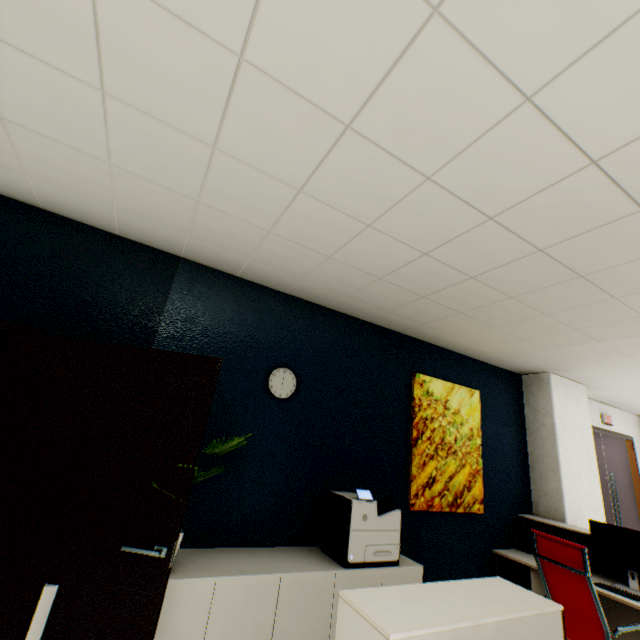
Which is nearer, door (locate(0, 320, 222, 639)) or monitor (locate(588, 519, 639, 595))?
door (locate(0, 320, 222, 639))

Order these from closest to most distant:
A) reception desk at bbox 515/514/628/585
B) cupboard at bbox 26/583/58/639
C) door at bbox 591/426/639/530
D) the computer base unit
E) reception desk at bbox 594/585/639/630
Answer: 1. cupboard at bbox 26/583/58/639
2. reception desk at bbox 594/585/639/630
3. reception desk at bbox 515/514/628/585
4. the computer base unit
5. door at bbox 591/426/639/530

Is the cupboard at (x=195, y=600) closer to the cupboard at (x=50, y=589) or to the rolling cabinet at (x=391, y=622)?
the cupboard at (x=50, y=589)

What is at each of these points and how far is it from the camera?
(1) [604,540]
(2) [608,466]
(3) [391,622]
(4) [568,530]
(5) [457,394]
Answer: (1) monitor, 3.3m
(2) door, 5.7m
(3) rolling cabinet, 0.9m
(4) reception desk, 3.8m
(5) picture, 4.1m

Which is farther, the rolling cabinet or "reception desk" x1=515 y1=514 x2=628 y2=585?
"reception desk" x1=515 y1=514 x2=628 y2=585

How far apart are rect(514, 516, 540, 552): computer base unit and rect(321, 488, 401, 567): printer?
2.3m

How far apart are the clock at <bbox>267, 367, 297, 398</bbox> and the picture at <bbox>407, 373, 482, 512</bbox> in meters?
1.5 m

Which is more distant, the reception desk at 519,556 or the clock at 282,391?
Result: the reception desk at 519,556
